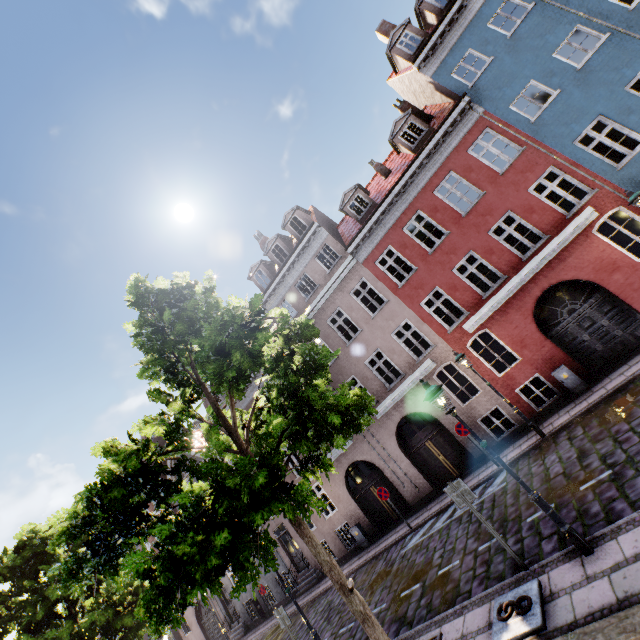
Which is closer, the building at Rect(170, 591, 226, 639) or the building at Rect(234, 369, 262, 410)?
the building at Rect(234, 369, 262, 410)

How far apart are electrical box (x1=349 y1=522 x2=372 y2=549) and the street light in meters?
12.6

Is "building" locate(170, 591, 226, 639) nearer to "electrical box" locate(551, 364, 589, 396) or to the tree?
"electrical box" locate(551, 364, 589, 396)

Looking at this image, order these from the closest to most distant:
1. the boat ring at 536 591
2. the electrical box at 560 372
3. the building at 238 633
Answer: the boat ring at 536 591 < the electrical box at 560 372 < the building at 238 633

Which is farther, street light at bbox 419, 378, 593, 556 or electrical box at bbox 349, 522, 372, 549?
electrical box at bbox 349, 522, 372, 549

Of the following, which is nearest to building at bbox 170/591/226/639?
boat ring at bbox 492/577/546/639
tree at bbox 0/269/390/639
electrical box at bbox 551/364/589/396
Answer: electrical box at bbox 551/364/589/396

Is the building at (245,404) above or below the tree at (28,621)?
above

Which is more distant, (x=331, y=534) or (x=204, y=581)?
(x=331, y=534)
